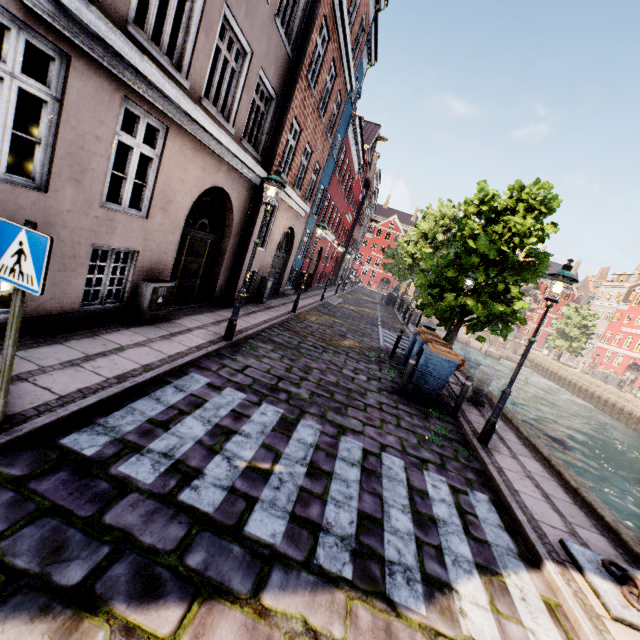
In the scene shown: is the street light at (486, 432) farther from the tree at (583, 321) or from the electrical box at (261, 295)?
the electrical box at (261, 295)

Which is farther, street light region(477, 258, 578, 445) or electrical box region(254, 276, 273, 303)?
electrical box region(254, 276, 273, 303)

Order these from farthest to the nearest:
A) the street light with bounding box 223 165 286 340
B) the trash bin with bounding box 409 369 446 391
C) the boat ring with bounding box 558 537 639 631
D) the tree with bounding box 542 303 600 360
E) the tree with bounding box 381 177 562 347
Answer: the tree with bounding box 542 303 600 360 → the tree with bounding box 381 177 562 347 → the trash bin with bounding box 409 369 446 391 → the street light with bounding box 223 165 286 340 → the boat ring with bounding box 558 537 639 631

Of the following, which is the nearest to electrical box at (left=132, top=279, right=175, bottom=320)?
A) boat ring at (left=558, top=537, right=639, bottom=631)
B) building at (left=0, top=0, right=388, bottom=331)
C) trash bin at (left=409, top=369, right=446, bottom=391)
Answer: building at (left=0, top=0, right=388, bottom=331)

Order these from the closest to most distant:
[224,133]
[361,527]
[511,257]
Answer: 1. [361,527]
2. [224,133]
3. [511,257]

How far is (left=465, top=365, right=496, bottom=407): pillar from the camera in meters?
9.2 m

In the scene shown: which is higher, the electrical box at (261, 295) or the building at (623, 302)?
the building at (623, 302)

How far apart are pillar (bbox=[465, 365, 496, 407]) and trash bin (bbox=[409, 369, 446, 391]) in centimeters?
134cm
